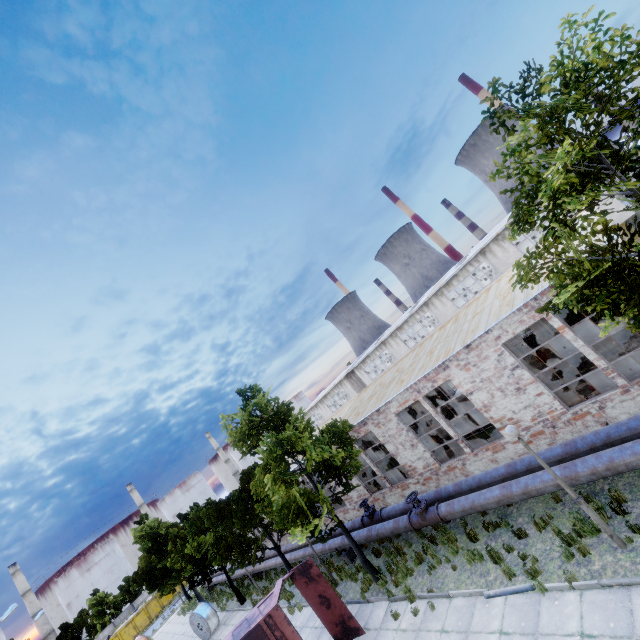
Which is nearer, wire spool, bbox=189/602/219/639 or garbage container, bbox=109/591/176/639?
wire spool, bbox=189/602/219/639

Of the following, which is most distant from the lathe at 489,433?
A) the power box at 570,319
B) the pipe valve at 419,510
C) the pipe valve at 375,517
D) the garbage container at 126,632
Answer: the garbage container at 126,632

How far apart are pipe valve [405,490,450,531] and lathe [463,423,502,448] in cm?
379

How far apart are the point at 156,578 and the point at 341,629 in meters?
26.6

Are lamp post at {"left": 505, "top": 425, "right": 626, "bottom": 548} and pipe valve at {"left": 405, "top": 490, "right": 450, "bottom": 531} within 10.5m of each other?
yes

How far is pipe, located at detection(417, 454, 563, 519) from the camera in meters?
9.4

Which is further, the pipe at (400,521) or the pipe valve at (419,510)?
the pipe at (400,521)

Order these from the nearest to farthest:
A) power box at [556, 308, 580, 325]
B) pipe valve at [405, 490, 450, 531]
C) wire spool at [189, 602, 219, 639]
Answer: pipe valve at [405, 490, 450, 531] → power box at [556, 308, 580, 325] → wire spool at [189, 602, 219, 639]
